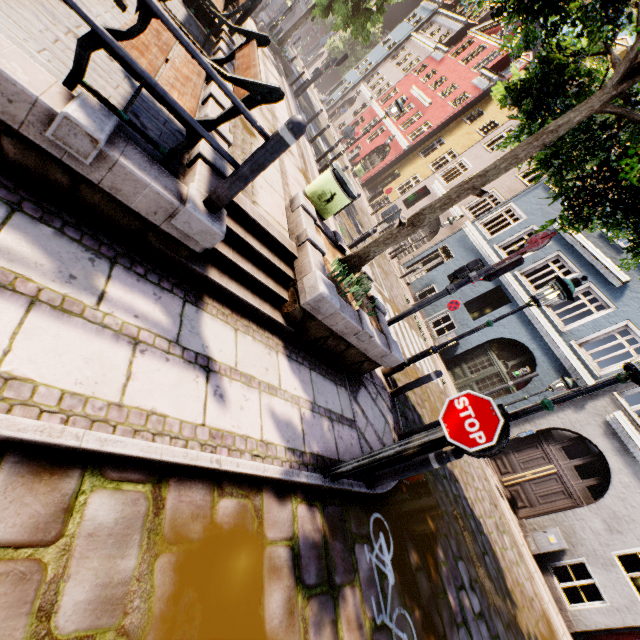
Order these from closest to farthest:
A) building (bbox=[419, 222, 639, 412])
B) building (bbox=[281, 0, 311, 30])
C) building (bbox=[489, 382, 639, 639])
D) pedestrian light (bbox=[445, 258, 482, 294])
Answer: pedestrian light (bbox=[445, 258, 482, 294]) → building (bbox=[489, 382, 639, 639]) → building (bbox=[419, 222, 639, 412]) → building (bbox=[281, 0, 311, 30])

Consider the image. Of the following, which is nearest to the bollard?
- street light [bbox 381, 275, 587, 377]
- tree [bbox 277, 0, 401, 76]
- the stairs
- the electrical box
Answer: street light [bbox 381, 275, 587, 377]

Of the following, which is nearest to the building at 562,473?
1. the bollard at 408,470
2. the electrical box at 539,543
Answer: the electrical box at 539,543

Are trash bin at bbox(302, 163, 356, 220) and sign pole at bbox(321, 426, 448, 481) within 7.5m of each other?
yes

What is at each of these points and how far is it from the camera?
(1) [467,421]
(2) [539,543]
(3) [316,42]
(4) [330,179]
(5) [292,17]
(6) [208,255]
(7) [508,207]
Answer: (1) sign, 2.88m
(2) electrical box, 10.21m
(3) building, 59.22m
(4) trash bin, 5.62m
(5) building, 56.25m
(6) stairs, 3.55m
(7) building, 16.70m

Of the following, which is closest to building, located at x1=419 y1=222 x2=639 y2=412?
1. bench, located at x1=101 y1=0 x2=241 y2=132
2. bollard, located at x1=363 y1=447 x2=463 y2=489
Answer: bollard, located at x1=363 y1=447 x2=463 y2=489

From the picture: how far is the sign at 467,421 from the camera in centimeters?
274cm

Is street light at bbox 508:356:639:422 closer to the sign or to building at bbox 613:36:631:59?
the sign
